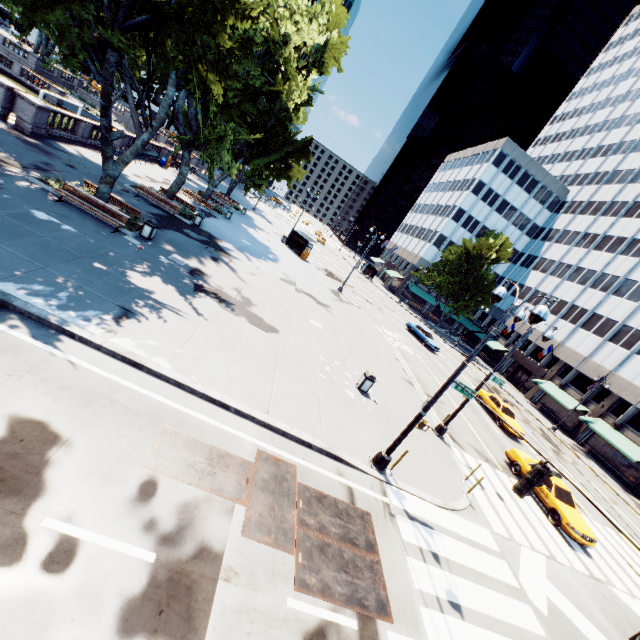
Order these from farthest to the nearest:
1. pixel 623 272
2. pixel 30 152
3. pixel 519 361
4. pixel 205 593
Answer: pixel 519 361 < pixel 623 272 < pixel 30 152 < pixel 205 593

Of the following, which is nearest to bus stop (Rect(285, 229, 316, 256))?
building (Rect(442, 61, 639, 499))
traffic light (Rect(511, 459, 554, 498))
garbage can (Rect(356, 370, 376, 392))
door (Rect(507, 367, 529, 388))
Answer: building (Rect(442, 61, 639, 499))

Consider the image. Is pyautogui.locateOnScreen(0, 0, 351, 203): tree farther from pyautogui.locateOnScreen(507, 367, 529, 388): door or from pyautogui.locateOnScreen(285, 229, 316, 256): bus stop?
pyautogui.locateOnScreen(507, 367, 529, 388): door

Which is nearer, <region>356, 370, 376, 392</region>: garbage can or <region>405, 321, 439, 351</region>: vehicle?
<region>356, 370, 376, 392</region>: garbage can

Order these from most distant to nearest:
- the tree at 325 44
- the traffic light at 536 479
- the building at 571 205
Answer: the building at 571 205 < the tree at 325 44 < the traffic light at 536 479

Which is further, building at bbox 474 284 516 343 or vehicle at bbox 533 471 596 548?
building at bbox 474 284 516 343

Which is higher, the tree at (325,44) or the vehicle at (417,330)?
the tree at (325,44)

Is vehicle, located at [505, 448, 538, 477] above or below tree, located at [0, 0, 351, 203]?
below
